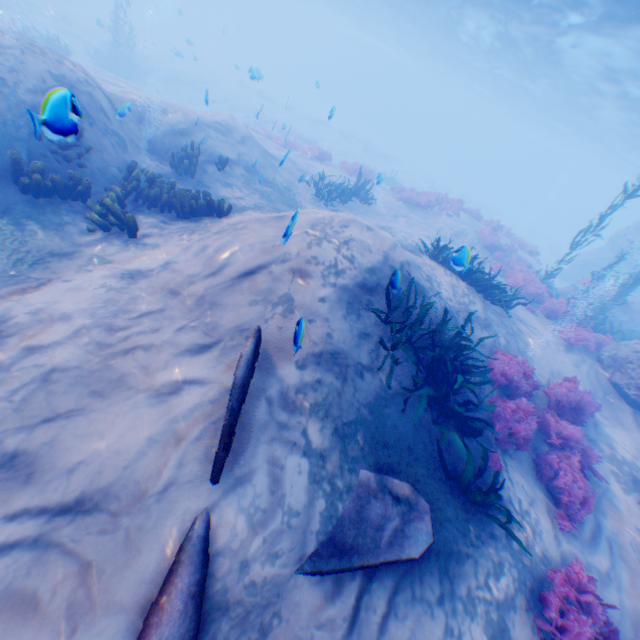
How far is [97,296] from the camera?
5.12m

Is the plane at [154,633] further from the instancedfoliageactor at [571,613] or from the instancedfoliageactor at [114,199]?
the instancedfoliageactor at [114,199]

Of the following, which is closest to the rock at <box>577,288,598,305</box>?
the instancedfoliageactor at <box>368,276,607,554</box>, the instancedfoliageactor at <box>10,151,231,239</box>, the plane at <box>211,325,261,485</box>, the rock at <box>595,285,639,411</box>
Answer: the rock at <box>595,285,639,411</box>

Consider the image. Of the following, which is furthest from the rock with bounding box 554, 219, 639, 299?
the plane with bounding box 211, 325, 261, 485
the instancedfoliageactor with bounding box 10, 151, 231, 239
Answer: the instancedfoliageactor with bounding box 10, 151, 231, 239

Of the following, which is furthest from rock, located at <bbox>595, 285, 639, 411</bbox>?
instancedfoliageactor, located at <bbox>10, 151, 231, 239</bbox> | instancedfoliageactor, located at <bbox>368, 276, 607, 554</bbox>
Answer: instancedfoliageactor, located at <bbox>10, 151, 231, 239</bbox>

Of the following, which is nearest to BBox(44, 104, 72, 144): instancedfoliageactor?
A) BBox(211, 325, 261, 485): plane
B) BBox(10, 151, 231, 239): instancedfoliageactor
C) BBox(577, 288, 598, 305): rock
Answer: BBox(211, 325, 261, 485): plane

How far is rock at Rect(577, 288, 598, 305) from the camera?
17.1 meters

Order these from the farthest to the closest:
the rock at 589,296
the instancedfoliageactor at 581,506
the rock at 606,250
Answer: the rock at 606,250 < the rock at 589,296 < the instancedfoliageactor at 581,506
